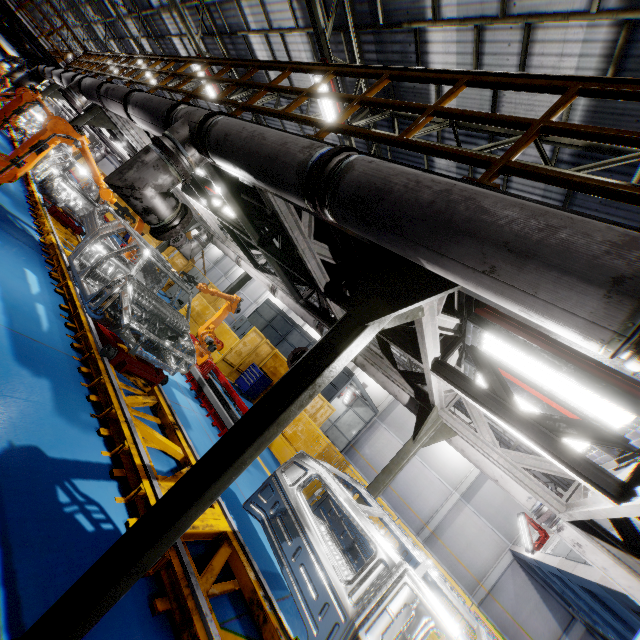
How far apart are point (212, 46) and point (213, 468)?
17.45m

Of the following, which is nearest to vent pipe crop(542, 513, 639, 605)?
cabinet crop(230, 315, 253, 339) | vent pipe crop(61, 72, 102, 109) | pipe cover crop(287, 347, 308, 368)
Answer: pipe cover crop(287, 347, 308, 368)

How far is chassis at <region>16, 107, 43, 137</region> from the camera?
15.7m

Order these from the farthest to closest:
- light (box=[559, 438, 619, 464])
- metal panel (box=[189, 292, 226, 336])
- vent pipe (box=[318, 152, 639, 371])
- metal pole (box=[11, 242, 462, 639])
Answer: metal panel (box=[189, 292, 226, 336]) → light (box=[559, 438, 619, 464]) → metal pole (box=[11, 242, 462, 639]) → vent pipe (box=[318, 152, 639, 371])

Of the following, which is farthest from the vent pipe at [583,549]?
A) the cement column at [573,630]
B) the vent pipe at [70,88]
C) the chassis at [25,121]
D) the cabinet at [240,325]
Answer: the cement column at [573,630]

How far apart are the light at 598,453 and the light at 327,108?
7.3m

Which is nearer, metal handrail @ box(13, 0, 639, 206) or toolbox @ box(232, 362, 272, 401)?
metal handrail @ box(13, 0, 639, 206)

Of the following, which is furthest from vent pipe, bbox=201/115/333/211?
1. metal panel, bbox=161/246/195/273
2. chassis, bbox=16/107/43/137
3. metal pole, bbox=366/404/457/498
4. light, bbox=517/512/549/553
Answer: light, bbox=517/512/549/553
